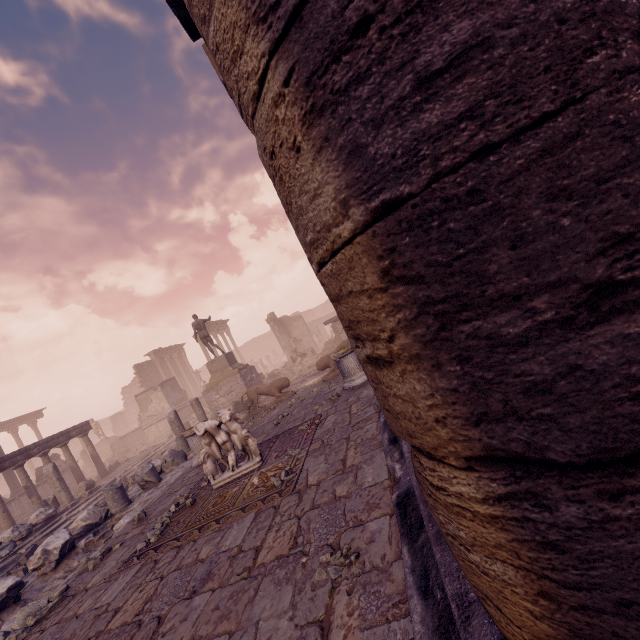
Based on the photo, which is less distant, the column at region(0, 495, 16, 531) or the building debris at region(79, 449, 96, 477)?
the column at region(0, 495, 16, 531)

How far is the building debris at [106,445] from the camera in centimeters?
2572cm

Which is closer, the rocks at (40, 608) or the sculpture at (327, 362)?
the rocks at (40, 608)

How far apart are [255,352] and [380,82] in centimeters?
5389cm

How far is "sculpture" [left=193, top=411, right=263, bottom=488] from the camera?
5.5m

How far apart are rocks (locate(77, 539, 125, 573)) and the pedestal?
11.5 meters

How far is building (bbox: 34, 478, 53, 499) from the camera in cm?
1781

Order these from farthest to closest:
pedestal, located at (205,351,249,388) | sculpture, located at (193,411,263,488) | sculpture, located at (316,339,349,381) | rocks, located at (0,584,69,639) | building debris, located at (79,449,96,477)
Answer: building debris, located at (79,449,96,477) < pedestal, located at (205,351,249,388) < sculpture, located at (316,339,349,381) < sculpture, located at (193,411,263,488) < rocks, located at (0,584,69,639)
